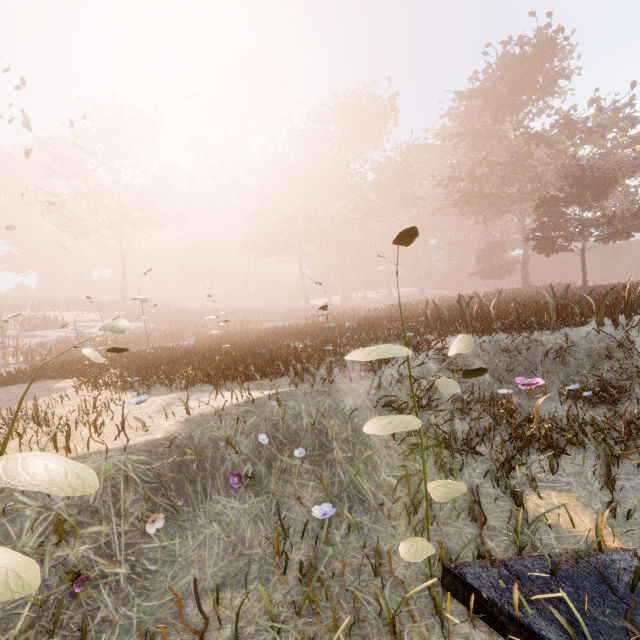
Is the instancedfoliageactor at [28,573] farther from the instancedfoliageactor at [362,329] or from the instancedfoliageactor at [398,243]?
the instancedfoliageactor at [362,329]

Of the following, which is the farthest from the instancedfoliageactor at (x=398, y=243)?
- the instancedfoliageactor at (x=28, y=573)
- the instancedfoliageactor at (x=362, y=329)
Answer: the instancedfoliageactor at (x=362, y=329)

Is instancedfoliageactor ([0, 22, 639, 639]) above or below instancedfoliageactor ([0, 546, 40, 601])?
above

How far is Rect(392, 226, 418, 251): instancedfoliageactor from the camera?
1.8 meters

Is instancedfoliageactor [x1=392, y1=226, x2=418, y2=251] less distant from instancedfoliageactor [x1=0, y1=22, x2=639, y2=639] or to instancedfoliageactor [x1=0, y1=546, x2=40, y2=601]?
instancedfoliageactor [x1=0, y1=546, x2=40, y2=601]

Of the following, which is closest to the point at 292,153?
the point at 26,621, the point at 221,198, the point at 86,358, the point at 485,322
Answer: the point at 221,198

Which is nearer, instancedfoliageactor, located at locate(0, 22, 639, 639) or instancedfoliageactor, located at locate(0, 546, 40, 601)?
instancedfoliageactor, located at locate(0, 546, 40, 601)

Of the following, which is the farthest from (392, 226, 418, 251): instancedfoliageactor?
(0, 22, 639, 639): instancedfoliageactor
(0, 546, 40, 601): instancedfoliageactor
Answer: (0, 22, 639, 639): instancedfoliageactor
